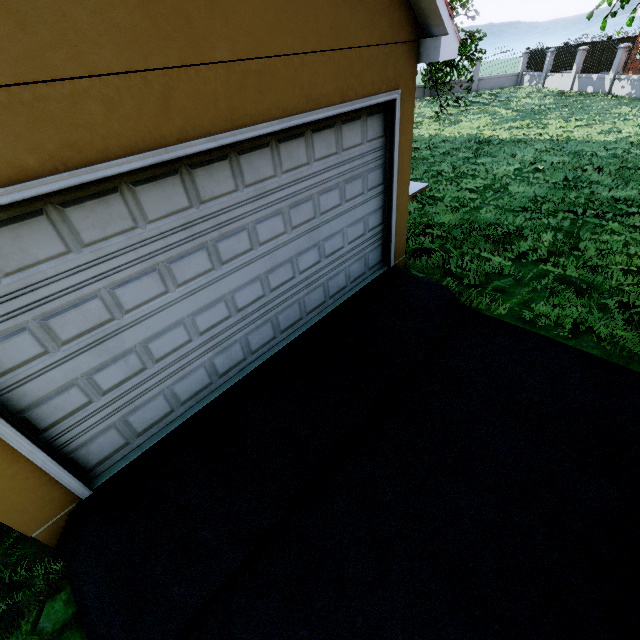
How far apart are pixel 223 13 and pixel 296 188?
1.5m

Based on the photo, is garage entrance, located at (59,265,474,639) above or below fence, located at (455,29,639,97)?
below

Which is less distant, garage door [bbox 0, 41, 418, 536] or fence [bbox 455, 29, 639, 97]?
garage door [bbox 0, 41, 418, 536]

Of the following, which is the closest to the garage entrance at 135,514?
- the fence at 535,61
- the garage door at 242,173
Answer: the garage door at 242,173

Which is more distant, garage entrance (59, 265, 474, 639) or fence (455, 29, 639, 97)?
fence (455, 29, 639, 97)

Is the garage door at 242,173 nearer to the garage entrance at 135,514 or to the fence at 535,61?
the garage entrance at 135,514

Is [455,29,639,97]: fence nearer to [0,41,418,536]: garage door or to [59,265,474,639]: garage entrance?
[59,265,474,639]: garage entrance

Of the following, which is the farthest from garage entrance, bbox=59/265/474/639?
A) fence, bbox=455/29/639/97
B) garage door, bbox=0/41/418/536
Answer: fence, bbox=455/29/639/97
